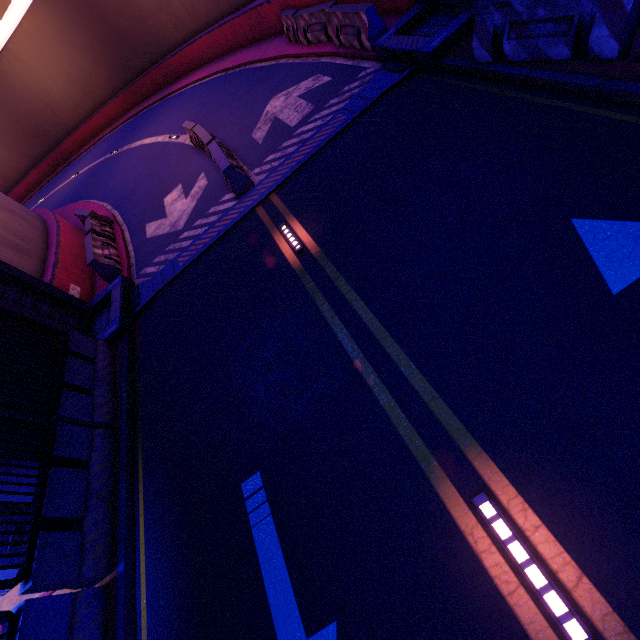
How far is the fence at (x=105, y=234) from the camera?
10.3 meters

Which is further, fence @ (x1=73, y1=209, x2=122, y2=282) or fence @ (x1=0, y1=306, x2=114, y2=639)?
fence @ (x1=73, y1=209, x2=122, y2=282)

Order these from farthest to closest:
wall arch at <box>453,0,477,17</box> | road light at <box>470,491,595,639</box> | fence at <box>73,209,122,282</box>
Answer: fence at <box>73,209,122,282</box>
wall arch at <box>453,0,477,17</box>
road light at <box>470,491,595,639</box>

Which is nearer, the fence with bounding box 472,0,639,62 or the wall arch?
the fence with bounding box 472,0,639,62

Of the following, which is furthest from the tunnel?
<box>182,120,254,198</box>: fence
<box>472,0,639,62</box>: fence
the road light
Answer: the road light

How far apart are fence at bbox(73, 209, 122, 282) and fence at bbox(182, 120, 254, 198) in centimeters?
455cm

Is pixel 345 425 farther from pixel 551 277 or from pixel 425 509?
pixel 551 277

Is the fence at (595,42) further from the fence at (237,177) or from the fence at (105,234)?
the fence at (105,234)
